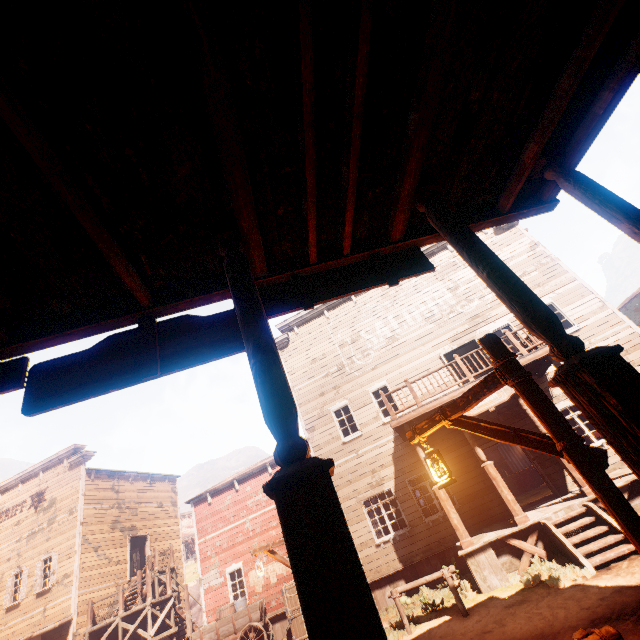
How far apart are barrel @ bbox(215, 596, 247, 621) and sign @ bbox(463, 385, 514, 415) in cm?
1261

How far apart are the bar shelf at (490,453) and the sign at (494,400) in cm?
1441

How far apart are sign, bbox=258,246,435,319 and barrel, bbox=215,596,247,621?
15.5 meters

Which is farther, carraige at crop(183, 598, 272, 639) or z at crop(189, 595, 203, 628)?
z at crop(189, 595, 203, 628)

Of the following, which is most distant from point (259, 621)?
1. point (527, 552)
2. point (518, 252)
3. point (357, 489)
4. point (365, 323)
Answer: point (518, 252)

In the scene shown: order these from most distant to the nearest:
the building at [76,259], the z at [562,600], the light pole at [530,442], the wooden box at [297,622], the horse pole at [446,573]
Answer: the wooden box at [297,622], the horse pole at [446,573], the z at [562,600], the light pole at [530,442], the building at [76,259]

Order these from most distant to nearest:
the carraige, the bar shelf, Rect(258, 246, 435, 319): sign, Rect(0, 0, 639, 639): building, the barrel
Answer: the bar shelf < the barrel < the carraige < Rect(258, 246, 435, 319): sign < Rect(0, 0, 639, 639): building

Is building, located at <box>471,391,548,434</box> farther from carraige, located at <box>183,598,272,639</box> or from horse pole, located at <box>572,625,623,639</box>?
horse pole, located at <box>572,625,623,639</box>
